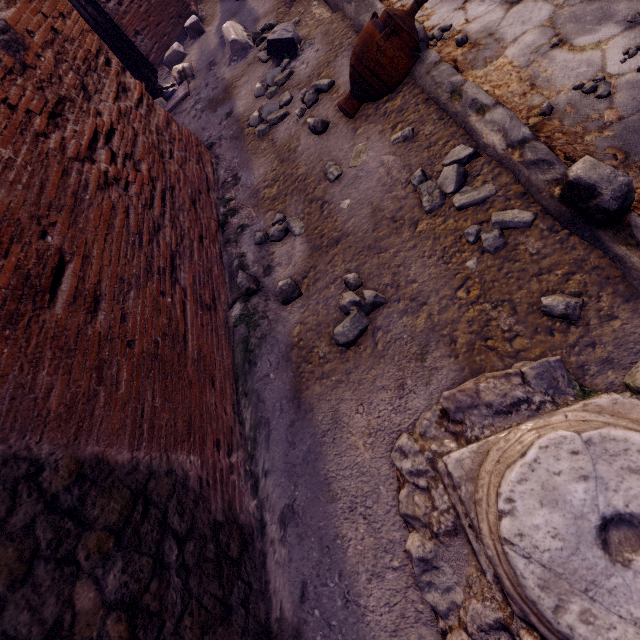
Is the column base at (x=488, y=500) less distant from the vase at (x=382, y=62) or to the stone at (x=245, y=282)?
the stone at (x=245, y=282)

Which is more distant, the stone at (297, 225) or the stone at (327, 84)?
the stone at (327, 84)

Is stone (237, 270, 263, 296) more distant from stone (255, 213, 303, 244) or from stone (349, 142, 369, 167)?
stone (349, 142, 369, 167)

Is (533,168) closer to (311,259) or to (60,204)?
(311,259)

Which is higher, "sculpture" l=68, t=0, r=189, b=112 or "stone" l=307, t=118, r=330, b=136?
"sculpture" l=68, t=0, r=189, b=112

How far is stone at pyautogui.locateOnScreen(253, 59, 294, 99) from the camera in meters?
3.1 m

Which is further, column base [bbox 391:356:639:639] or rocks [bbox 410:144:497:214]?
rocks [bbox 410:144:497:214]

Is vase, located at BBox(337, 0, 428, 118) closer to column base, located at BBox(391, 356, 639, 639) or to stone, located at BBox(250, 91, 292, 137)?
stone, located at BBox(250, 91, 292, 137)
